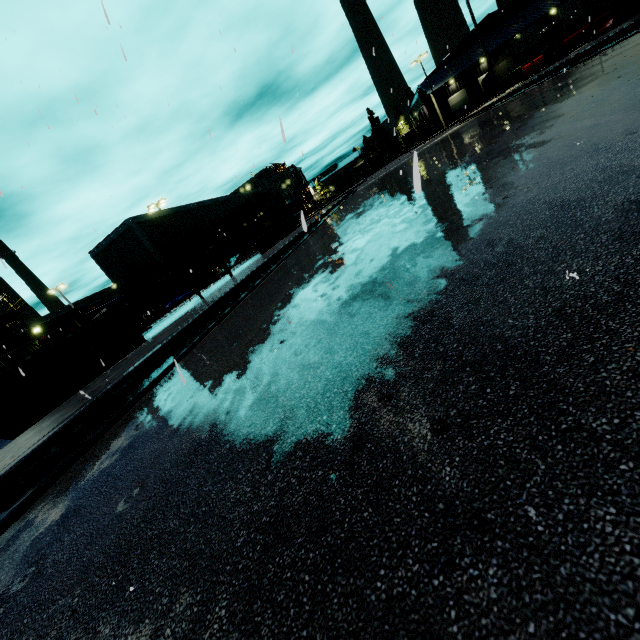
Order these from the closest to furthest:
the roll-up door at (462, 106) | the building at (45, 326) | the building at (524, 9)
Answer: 1. the building at (45, 326)
2. the building at (524, 9)
3. the roll-up door at (462, 106)

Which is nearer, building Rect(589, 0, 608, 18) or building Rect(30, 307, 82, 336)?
building Rect(30, 307, 82, 336)

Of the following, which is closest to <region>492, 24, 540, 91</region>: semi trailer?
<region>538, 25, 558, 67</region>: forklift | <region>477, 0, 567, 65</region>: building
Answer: <region>477, 0, 567, 65</region>: building

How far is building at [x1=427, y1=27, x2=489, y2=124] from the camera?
47.9m

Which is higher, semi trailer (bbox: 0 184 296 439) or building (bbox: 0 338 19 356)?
building (bbox: 0 338 19 356)

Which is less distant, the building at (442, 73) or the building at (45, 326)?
the building at (45, 326)

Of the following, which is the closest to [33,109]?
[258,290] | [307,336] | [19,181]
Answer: [19,181]

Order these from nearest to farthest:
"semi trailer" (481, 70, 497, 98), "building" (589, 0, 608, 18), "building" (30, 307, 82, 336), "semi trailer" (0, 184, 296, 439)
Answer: "semi trailer" (0, 184, 296, 439), "building" (30, 307, 82, 336), "building" (589, 0, 608, 18), "semi trailer" (481, 70, 497, 98)
